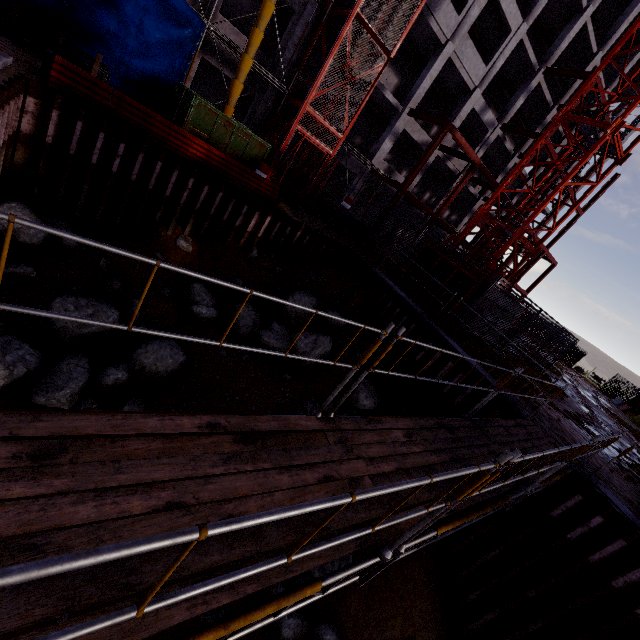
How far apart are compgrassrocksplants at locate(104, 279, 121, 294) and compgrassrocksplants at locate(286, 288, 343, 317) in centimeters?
518cm

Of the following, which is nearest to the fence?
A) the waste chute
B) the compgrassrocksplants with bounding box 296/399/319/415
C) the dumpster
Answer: the compgrassrocksplants with bounding box 296/399/319/415

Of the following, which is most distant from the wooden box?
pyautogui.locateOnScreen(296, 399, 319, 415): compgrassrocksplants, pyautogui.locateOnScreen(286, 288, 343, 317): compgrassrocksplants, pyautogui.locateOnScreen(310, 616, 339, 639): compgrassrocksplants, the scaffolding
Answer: pyautogui.locateOnScreen(310, 616, 339, 639): compgrassrocksplants

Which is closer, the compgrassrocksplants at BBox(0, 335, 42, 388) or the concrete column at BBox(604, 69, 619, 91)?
the compgrassrocksplants at BBox(0, 335, 42, 388)

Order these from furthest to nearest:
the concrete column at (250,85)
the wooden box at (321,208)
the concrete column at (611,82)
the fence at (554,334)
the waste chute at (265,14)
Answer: the concrete column at (611,82)
the wooden box at (321,208)
the concrete column at (250,85)
the waste chute at (265,14)
the fence at (554,334)

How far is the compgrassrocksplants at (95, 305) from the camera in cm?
780

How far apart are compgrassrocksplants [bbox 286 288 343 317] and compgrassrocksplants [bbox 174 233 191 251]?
3.8m

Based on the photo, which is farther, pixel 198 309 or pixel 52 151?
pixel 198 309
